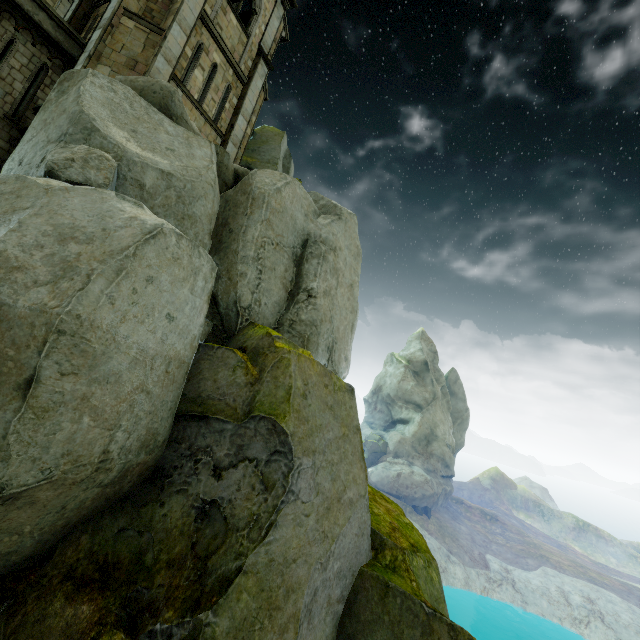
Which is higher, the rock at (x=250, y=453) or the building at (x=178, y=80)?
the building at (x=178, y=80)

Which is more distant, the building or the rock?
the building

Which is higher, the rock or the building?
the building

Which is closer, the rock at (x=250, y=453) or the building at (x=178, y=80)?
the rock at (x=250, y=453)

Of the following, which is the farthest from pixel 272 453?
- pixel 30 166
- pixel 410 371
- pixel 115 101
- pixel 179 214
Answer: pixel 410 371
